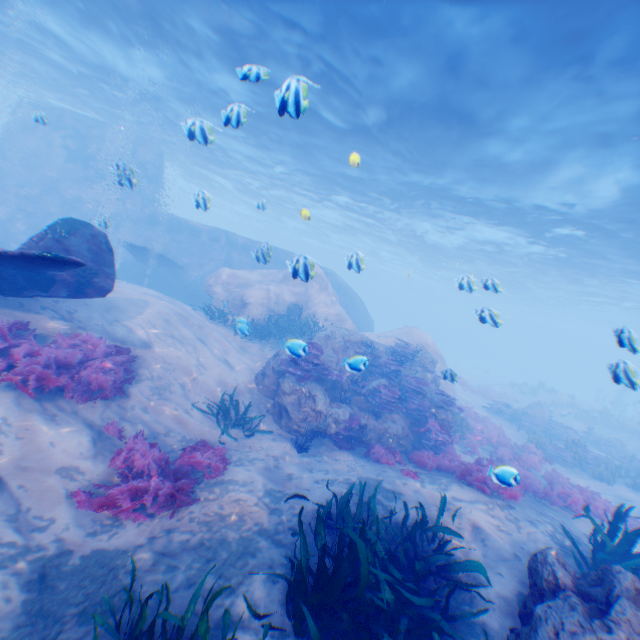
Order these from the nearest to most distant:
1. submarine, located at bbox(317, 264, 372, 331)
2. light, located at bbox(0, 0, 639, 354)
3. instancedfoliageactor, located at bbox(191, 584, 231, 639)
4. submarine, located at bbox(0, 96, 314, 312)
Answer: instancedfoliageactor, located at bbox(191, 584, 231, 639)
light, located at bbox(0, 0, 639, 354)
submarine, located at bbox(0, 96, 314, 312)
submarine, located at bbox(317, 264, 372, 331)

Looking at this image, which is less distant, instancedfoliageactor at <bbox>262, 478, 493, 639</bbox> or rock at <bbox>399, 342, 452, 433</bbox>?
instancedfoliageactor at <bbox>262, 478, 493, 639</bbox>

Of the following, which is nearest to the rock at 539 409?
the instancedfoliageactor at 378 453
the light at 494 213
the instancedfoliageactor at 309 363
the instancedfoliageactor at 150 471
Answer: the instancedfoliageactor at 378 453

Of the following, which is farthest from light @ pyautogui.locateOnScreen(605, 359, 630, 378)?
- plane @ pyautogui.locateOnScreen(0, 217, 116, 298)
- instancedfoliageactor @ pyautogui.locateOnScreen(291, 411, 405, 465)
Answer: instancedfoliageactor @ pyautogui.locateOnScreen(291, 411, 405, 465)

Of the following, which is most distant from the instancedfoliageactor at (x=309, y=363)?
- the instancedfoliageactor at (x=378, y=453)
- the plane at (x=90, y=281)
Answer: the plane at (x=90, y=281)

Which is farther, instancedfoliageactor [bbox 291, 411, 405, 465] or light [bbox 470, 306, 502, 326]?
instancedfoliageactor [bbox 291, 411, 405, 465]

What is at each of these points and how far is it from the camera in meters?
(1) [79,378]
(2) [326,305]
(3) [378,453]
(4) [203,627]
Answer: (1) instancedfoliageactor, 6.4
(2) rock, 18.8
(3) instancedfoliageactor, 9.5
(4) instancedfoliageactor, 3.2

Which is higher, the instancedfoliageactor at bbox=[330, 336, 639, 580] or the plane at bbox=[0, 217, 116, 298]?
the plane at bbox=[0, 217, 116, 298]
